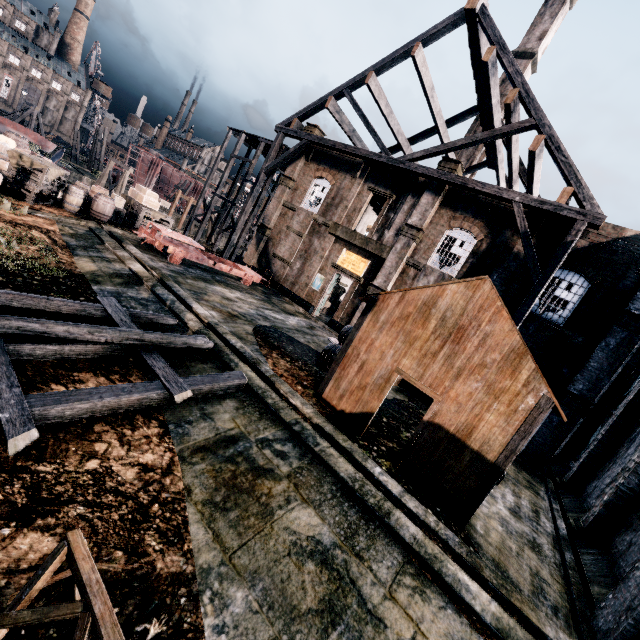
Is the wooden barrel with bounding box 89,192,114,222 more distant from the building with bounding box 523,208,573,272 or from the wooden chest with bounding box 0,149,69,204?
the building with bounding box 523,208,573,272

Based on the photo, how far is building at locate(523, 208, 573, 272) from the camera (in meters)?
16.97

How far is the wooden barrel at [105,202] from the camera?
18.44m

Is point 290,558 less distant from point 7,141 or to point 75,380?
point 75,380

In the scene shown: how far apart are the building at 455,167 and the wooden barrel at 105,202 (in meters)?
19.78

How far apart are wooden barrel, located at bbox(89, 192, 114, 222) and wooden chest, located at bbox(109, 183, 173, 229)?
3.5m

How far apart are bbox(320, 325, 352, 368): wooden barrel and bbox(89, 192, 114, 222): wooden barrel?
15.4 meters

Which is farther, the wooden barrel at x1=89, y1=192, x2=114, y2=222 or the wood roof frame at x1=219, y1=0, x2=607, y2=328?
the wooden barrel at x1=89, y1=192, x2=114, y2=222
